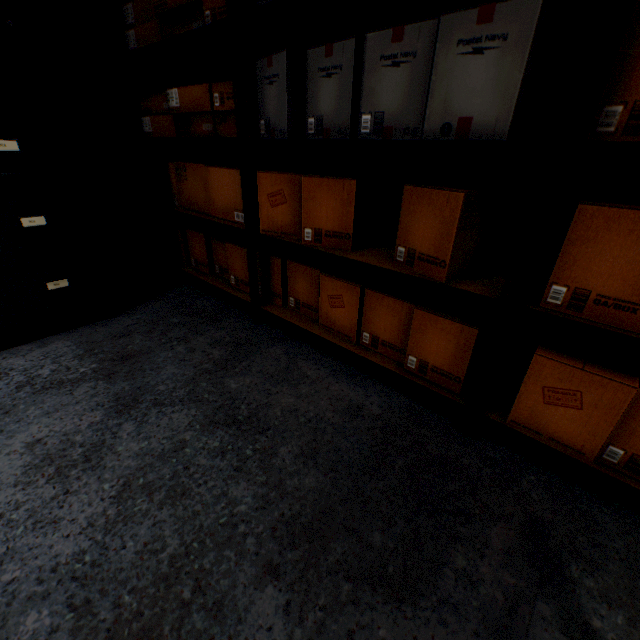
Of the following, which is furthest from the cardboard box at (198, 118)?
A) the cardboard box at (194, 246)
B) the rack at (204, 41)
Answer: the cardboard box at (194, 246)

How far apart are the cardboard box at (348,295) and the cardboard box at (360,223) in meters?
0.1 m

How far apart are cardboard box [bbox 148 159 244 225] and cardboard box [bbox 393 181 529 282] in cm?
87

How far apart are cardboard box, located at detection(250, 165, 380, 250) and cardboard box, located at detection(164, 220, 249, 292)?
0.1 meters

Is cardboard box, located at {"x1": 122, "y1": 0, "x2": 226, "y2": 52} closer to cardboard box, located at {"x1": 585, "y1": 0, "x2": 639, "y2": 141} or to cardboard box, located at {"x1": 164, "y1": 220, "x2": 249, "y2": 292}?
cardboard box, located at {"x1": 585, "y1": 0, "x2": 639, "y2": 141}

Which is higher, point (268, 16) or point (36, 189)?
point (268, 16)

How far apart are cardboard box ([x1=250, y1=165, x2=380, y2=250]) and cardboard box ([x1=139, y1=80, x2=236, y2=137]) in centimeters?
15cm

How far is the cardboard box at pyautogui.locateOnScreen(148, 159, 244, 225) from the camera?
1.72m
